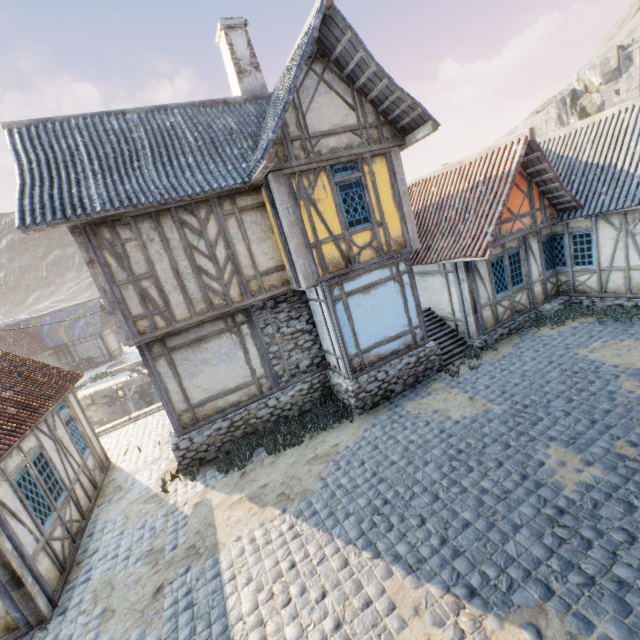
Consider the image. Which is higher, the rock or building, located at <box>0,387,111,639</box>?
the rock

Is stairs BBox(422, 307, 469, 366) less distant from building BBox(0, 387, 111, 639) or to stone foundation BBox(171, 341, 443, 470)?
stone foundation BBox(171, 341, 443, 470)

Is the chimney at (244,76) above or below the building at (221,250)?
above

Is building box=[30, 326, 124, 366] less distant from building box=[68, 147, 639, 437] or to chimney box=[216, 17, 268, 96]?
building box=[68, 147, 639, 437]

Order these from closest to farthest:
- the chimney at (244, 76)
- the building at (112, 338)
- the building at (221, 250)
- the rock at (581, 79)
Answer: the building at (221, 250) < the chimney at (244, 76) < the building at (112, 338) < the rock at (581, 79)

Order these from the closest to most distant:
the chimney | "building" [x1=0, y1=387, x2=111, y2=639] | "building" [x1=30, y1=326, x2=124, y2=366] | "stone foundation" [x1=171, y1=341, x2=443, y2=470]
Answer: "building" [x1=0, y1=387, x2=111, y2=639] → "stone foundation" [x1=171, y1=341, x2=443, y2=470] → the chimney → "building" [x1=30, y1=326, x2=124, y2=366]

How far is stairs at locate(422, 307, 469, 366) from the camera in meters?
10.9

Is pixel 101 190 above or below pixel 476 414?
above
